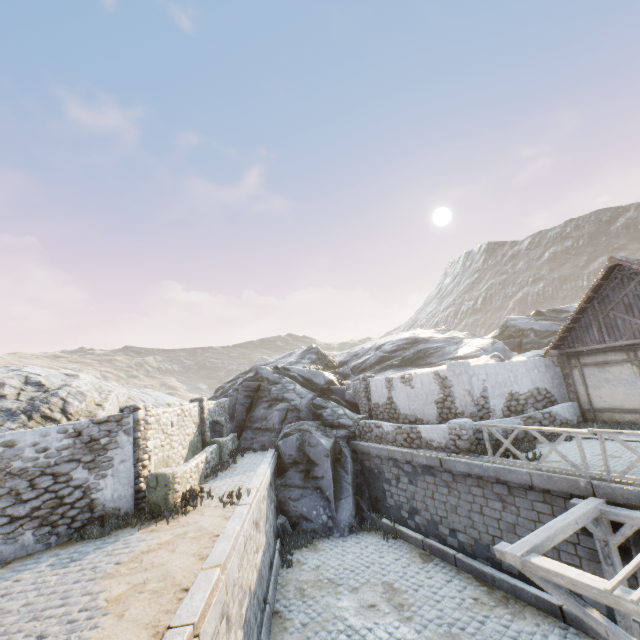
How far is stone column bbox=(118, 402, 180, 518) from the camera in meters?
9.1

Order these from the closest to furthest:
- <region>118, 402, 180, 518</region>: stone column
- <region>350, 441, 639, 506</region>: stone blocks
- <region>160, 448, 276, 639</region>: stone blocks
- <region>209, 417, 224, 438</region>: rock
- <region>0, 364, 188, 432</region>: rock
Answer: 1. <region>160, 448, 276, 639</region>: stone blocks
2. <region>350, 441, 639, 506</region>: stone blocks
3. <region>118, 402, 180, 518</region>: stone column
4. <region>0, 364, 188, 432</region>: rock
5. <region>209, 417, 224, 438</region>: rock

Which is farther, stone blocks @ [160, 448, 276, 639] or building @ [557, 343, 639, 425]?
building @ [557, 343, 639, 425]

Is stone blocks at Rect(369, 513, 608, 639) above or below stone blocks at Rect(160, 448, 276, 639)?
below

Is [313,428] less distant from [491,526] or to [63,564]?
[491,526]

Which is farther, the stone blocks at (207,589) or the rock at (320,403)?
the rock at (320,403)

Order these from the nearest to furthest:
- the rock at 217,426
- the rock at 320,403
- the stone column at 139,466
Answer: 1. the stone column at 139,466
2. the rock at 320,403
3. the rock at 217,426
